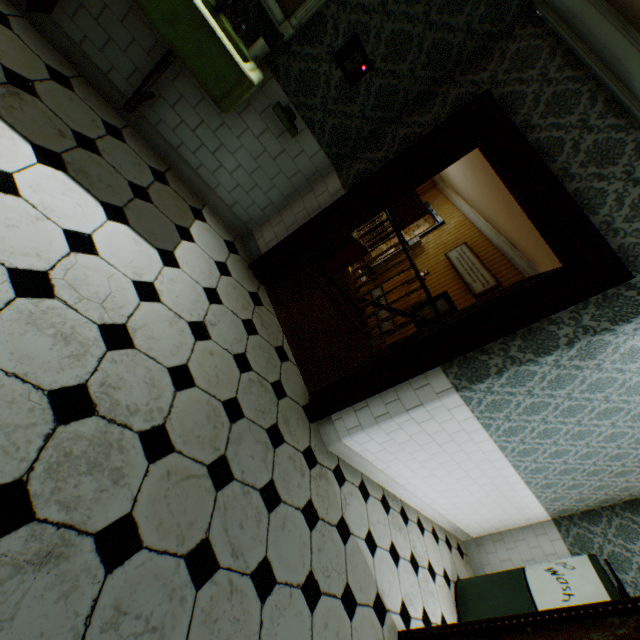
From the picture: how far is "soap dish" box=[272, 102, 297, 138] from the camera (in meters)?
2.49

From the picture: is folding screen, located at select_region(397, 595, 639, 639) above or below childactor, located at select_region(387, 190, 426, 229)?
below

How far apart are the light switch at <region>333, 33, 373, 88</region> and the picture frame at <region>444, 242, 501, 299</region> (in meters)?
5.62

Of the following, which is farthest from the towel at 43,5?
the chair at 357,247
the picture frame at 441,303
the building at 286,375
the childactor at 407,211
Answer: the childactor at 407,211

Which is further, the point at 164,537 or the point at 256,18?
the point at 256,18

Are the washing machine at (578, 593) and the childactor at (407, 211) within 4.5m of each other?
no

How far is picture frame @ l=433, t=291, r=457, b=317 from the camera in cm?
726

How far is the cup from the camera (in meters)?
2.27
